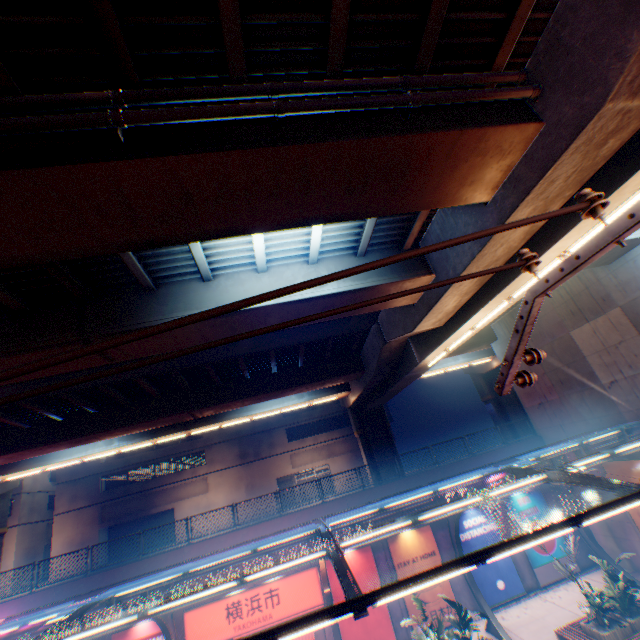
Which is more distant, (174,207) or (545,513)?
(545,513)

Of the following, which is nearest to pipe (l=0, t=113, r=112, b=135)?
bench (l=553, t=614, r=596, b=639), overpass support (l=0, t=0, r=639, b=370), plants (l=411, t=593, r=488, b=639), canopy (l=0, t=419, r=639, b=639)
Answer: overpass support (l=0, t=0, r=639, b=370)

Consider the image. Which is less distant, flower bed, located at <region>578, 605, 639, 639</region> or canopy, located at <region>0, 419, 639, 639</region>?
canopy, located at <region>0, 419, 639, 639</region>

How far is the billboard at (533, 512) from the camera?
18.7m

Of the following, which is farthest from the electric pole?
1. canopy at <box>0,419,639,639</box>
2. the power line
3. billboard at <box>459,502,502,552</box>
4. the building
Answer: the building

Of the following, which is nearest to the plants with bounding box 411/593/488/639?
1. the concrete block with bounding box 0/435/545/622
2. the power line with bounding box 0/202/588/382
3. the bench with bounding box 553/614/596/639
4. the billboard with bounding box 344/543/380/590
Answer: the bench with bounding box 553/614/596/639

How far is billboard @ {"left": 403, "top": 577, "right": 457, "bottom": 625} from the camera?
16.4 meters

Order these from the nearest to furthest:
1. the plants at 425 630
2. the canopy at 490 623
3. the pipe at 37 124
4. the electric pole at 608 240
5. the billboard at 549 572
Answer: the electric pole at 608 240 < the pipe at 37 124 < the plants at 425 630 < the canopy at 490 623 < the billboard at 549 572
